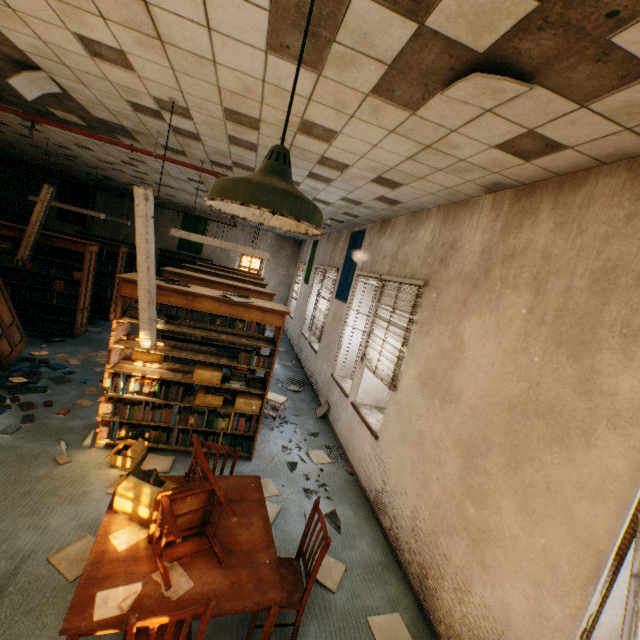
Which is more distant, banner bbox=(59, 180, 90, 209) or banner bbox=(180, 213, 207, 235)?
banner bbox=(180, 213, 207, 235)

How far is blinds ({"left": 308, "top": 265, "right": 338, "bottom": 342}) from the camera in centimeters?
807cm

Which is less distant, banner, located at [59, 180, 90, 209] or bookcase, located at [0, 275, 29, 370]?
bookcase, located at [0, 275, 29, 370]

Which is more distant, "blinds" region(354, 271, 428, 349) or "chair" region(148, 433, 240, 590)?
"blinds" region(354, 271, 428, 349)

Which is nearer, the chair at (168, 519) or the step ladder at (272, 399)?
the chair at (168, 519)

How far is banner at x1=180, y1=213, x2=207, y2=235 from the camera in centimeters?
1312cm

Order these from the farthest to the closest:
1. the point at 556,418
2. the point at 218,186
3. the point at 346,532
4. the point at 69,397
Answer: the point at 69,397
the point at 346,532
the point at 556,418
the point at 218,186

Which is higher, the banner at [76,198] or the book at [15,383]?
the banner at [76,198]
